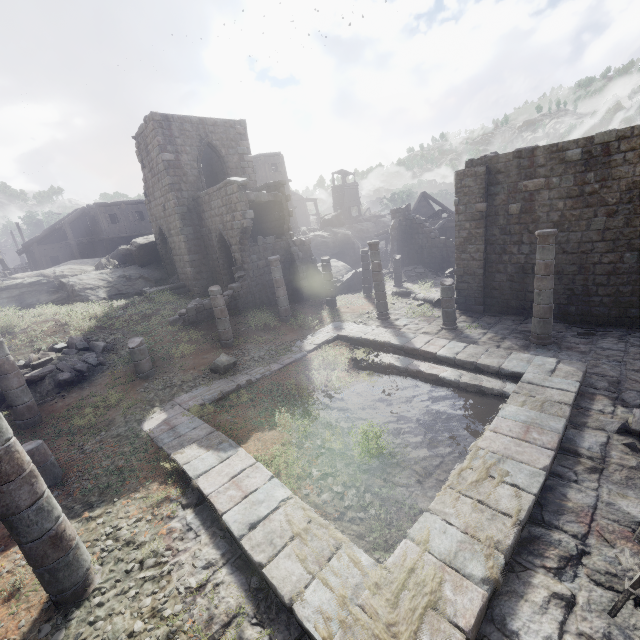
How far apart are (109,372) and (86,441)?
4.06m

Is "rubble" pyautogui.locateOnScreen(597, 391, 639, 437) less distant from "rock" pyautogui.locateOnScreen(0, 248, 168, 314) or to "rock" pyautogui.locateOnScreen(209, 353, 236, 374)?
"rock" pyautogui.locateOnScreen(209, 353, 236, 374)

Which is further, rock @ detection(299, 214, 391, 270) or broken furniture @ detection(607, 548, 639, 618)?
rock @ detection(299, 214, 391, 270)

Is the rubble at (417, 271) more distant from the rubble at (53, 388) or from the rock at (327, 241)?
the rubble at (53, 388)

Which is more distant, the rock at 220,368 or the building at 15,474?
the rock at 220,368

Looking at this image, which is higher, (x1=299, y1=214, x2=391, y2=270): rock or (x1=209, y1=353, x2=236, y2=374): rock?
(x1=299, y1=214, x2=391, y2=270): rock

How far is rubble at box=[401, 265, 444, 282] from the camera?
24.61m

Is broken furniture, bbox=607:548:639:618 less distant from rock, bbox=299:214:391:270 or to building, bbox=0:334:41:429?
building, bbox=0:334:41:429
